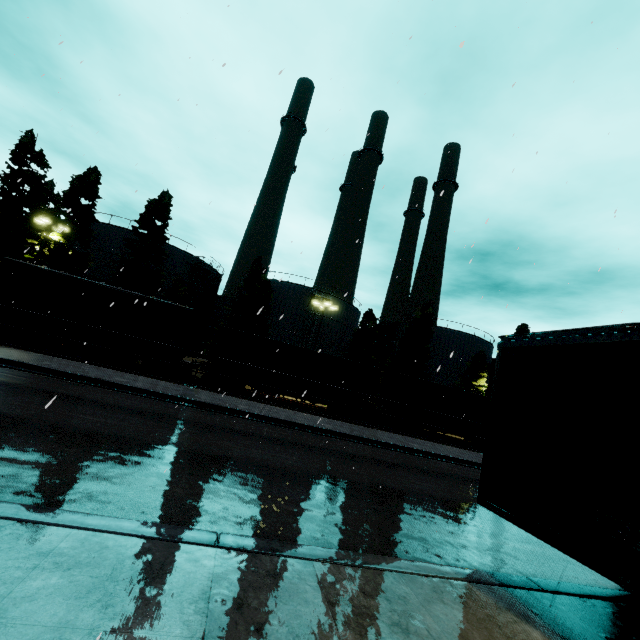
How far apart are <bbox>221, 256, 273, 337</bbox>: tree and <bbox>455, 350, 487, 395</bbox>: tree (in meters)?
24.08

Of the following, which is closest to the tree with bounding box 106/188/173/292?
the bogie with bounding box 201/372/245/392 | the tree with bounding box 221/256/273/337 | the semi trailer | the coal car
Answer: the coal car

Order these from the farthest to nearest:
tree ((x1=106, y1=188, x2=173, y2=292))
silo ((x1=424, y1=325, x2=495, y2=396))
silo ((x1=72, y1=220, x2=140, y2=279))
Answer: silo ((x1=424, y1=325, x2=495, y2=396))
silo ((x1=72, y1=220, x2=140, y2=279))
tree ((x1=106, y1=188, x2=173, y2=292))

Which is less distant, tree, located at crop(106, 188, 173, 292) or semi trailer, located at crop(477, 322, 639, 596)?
semi trailer, located at crop(477, 322, 639, 596)

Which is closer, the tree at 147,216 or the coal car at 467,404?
the coal car at 467,404

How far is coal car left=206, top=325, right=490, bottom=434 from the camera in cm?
2194

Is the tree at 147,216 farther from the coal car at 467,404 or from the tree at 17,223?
the coal car at 467,404

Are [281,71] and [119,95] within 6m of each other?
yes
